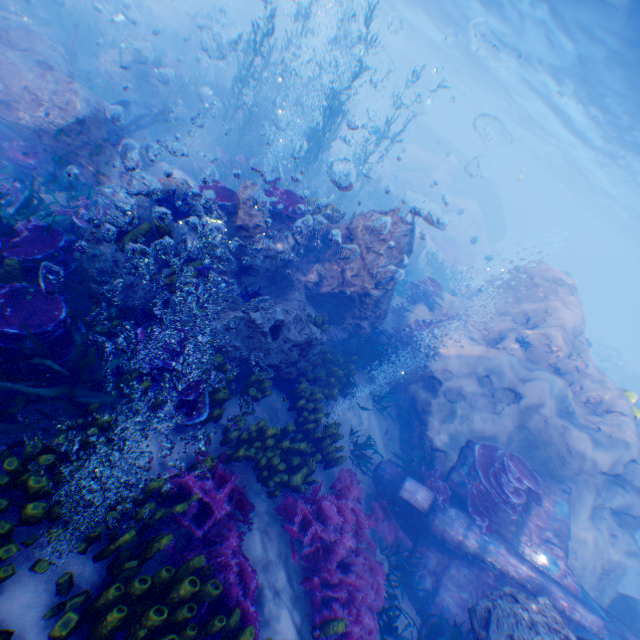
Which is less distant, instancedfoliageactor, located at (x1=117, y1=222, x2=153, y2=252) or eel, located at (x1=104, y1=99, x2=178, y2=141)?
instancedfoliageactor, located at (x1=117, y1=222, x2=153, y2=252)

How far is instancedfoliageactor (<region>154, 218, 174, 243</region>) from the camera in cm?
480

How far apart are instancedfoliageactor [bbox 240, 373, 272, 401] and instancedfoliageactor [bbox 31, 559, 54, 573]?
3.44m

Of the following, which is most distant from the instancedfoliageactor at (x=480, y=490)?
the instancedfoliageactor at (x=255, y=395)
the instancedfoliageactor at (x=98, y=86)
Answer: the instancedfoliageactor at (x=98, y=86)

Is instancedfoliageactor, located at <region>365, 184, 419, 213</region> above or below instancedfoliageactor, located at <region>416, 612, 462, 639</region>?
above

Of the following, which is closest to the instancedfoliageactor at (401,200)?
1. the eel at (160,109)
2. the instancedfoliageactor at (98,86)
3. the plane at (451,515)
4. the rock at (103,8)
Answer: Answer: the rock at (103,8)

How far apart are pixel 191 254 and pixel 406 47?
65.9m

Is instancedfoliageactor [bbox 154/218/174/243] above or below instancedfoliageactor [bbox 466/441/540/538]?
above
